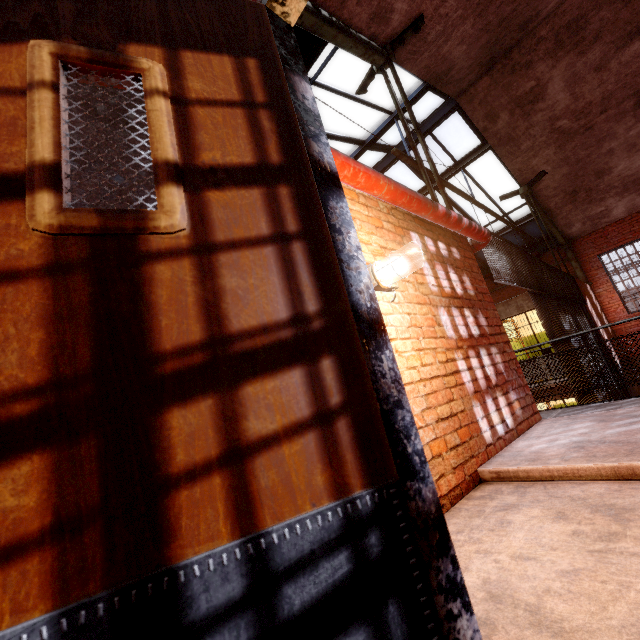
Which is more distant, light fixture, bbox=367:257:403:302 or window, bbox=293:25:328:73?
window, bbox=293:25:328:73

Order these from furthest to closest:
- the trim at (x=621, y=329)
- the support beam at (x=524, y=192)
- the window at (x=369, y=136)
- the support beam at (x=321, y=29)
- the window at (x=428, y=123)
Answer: the trim at (x=621, y=329), the support beam at (x=524, y=192), the window at (x=428, y=123), the window at (x=369, y=136), the support beam at (x=321, y=29)

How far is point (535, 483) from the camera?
2.3 meters

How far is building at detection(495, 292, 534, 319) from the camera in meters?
11.0

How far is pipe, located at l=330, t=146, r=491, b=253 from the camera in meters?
2.5

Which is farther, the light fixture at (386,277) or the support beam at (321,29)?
the support beam at (321,29)

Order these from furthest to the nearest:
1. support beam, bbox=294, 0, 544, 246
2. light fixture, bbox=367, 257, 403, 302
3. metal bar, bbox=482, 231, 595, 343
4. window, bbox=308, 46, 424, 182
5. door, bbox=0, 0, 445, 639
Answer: window, bbox=308, 46, 424, 182 < metal bar, bbox=482, 231, 595, 343 < support beam, bbox=294, 0, 544, 246 < light fixture, bbox=367, 257, 403, 302 < door, bbox=0, 0, 445, 639

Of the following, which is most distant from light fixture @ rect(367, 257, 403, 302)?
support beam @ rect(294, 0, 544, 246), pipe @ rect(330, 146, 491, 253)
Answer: support beam @ rect(294, 0, 544, 246)
